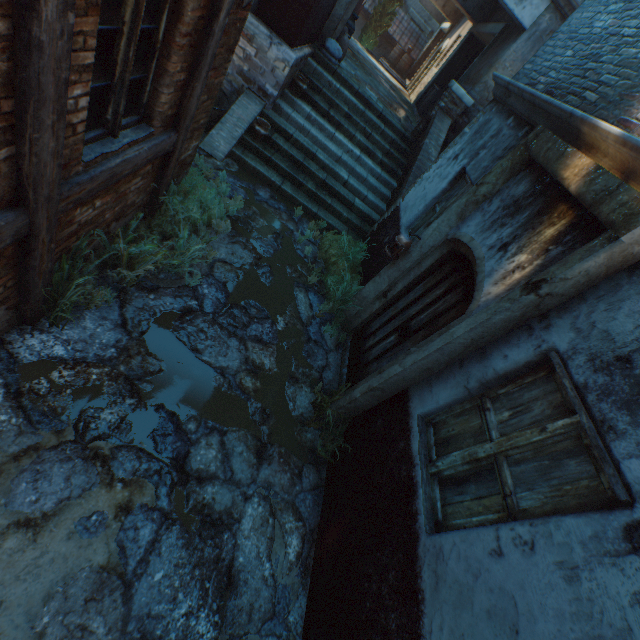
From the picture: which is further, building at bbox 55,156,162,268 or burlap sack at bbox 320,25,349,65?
burlap sack at bbox 320,25,349,65

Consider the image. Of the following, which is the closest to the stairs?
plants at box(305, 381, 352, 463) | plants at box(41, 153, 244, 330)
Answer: plants at box(41, 153, 244, 330)

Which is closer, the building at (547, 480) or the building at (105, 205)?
the building at (547, 480)

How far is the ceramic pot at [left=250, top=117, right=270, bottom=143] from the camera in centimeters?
660cm

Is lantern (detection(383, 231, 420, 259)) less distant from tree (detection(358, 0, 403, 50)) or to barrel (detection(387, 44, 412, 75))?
tree (detection(358, 0, 403, 50))

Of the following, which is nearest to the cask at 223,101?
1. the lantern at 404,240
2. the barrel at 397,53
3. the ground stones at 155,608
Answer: the ground stones at 155,608

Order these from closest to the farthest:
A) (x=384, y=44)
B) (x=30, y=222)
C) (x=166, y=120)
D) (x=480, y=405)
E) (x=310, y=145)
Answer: (x=30, y=222) → (x=480, y=405) → (x=166, y=120) → (x=310, y=145) → (x=384, y=44)

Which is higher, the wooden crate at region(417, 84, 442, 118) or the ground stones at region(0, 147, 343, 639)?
the wooden crate at region(417, 84, 442, 118)
